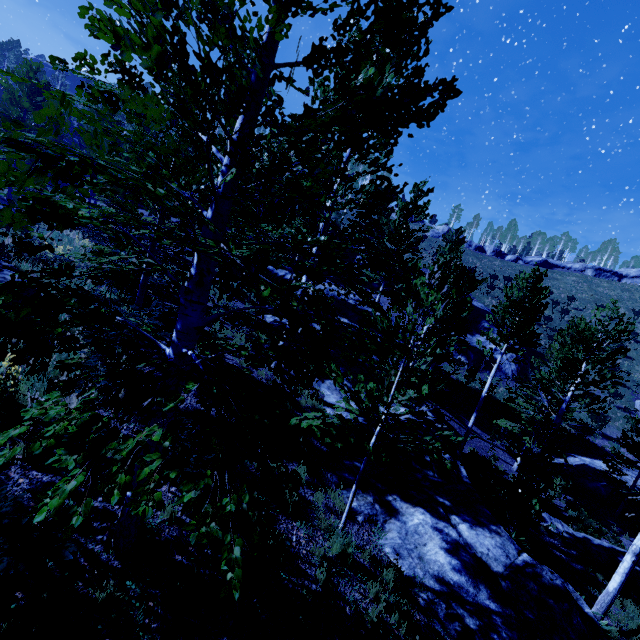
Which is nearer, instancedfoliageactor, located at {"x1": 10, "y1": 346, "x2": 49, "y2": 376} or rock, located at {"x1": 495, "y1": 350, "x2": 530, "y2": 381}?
instancedfoliageactor, located at {"x1": 10, "y1": 346, "x2": 49, "y2": 376}

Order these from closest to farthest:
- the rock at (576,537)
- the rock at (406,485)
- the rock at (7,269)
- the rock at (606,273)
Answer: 1. the rock at (406,485)
2. the rock at (7,269)
3. the rock at (576,537)
4. the rock at (606,273)

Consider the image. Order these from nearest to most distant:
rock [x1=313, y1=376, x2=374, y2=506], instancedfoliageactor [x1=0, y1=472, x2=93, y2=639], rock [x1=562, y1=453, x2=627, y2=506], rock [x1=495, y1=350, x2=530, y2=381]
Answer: instancedfoliageactor [x1=0, y1=472, x2=93, y2=639] → rock [x1=313, y1=376, x2=374, y2=506] → rock [x1=562, y1=453, x2=627, y2=506] → rock [x1=495, y1=350, x2=530, y2=381]

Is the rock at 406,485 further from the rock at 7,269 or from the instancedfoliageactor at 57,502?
the rock at 7,269

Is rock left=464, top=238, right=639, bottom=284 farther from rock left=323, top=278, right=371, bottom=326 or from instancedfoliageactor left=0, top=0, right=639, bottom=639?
rock left=323, top=278, right=371, bottom=326

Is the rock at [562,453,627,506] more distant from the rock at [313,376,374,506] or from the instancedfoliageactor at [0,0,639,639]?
the rock at [313,376,374,506]

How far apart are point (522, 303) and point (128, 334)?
17.1m

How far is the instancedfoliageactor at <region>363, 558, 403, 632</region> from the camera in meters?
4.9 m
